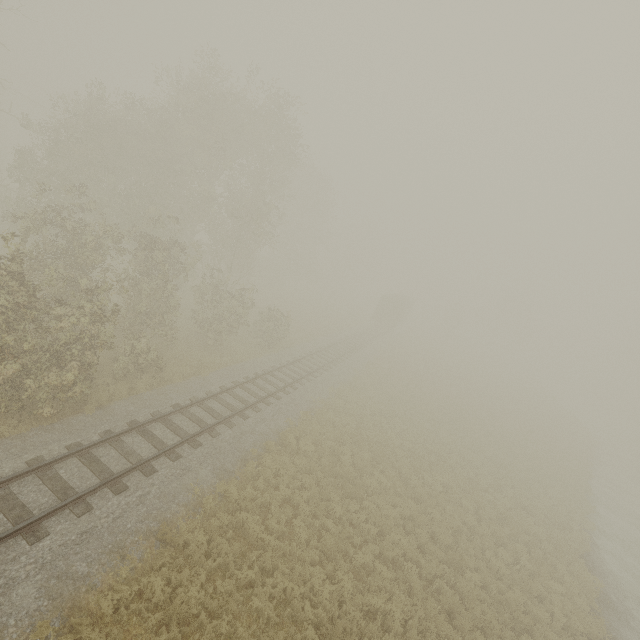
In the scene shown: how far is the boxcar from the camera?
43.8 meters

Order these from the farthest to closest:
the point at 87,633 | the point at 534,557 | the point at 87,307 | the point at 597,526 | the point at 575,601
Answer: the point at 597,526 < the point at 534,557 < the point at 575,601 < the point at 87,307 < the point at 87,633

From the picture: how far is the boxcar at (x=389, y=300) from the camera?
43.8 meters
